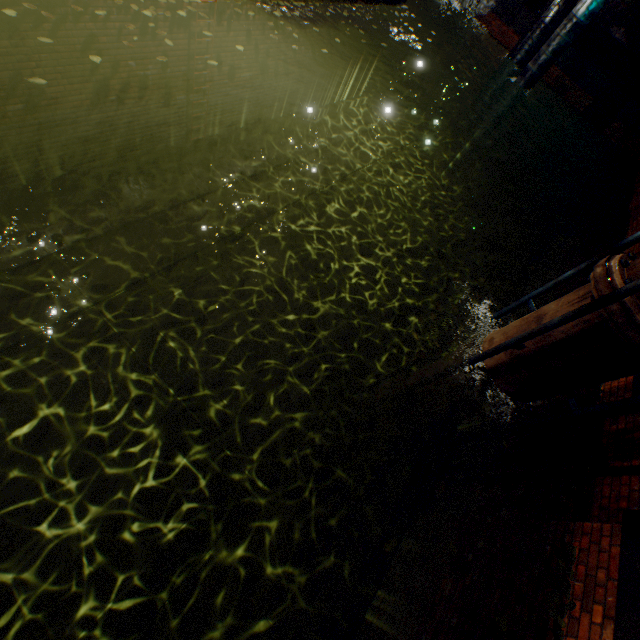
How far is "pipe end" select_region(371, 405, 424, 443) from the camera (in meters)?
6.20

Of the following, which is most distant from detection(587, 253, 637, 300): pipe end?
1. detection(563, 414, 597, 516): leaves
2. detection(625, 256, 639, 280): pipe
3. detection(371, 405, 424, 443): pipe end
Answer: detection(371, 405, 424, 443): pipe end

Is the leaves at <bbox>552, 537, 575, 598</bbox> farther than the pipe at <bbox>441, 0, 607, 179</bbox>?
No

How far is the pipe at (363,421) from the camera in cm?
668

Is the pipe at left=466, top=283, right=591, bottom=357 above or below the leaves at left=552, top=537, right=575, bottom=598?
above

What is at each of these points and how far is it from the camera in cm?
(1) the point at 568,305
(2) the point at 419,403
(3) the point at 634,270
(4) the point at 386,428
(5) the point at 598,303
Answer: (1) pipe, 342
(2) pipe, 538
(3) pipe, 295
(4) pipe end, 620
(5) pipe railing, 286

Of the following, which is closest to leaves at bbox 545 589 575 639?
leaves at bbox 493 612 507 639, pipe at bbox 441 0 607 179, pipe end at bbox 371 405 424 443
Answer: leaves at bbox 493 612 507 639

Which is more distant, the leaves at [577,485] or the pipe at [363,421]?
the pipe at [363,421]
